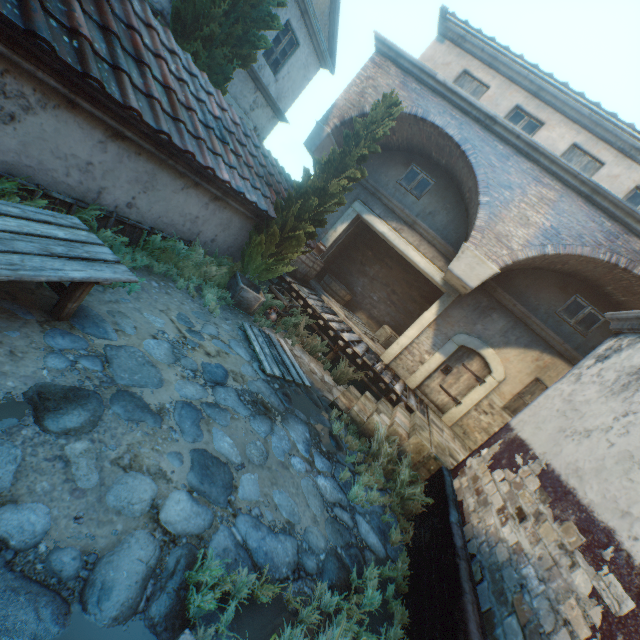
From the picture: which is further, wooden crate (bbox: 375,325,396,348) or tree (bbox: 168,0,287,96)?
wooden crate (bbox: 375,325,396,348)

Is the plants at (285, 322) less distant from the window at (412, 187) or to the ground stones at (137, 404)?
the ground stones at (137, 404)

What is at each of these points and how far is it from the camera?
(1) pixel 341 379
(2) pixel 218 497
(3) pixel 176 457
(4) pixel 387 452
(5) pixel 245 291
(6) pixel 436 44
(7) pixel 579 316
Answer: (1) plants, 8.4m
(2) ground stones, 3.1m
(3) ground stones, 3.2m
(4) plants, 6.0m
(5) wooden crate, 7.4m
(6) building, 10.3m
(7) window, 8.9m

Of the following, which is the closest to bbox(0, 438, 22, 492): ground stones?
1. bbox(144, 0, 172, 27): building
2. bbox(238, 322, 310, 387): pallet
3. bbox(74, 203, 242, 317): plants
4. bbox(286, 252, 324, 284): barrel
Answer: bbox(238, 322, 310, 387): pallet

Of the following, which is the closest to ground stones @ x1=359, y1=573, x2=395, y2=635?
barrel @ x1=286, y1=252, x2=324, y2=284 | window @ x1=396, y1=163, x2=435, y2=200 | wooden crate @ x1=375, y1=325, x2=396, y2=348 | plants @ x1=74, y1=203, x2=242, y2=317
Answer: plants @ x1=74, y1=203, x2=242, y2=317

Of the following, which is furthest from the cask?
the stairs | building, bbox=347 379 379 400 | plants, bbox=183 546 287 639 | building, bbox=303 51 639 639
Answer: plants, bbox=183 546 287 639

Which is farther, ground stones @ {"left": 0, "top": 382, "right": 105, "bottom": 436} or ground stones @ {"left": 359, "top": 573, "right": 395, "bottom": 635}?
ground stones @ {"left": 359, "top": 573, "right": 395, "bottom": 635}

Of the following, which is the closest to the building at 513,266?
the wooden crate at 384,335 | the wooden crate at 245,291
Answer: the wooden crate at 245,291
